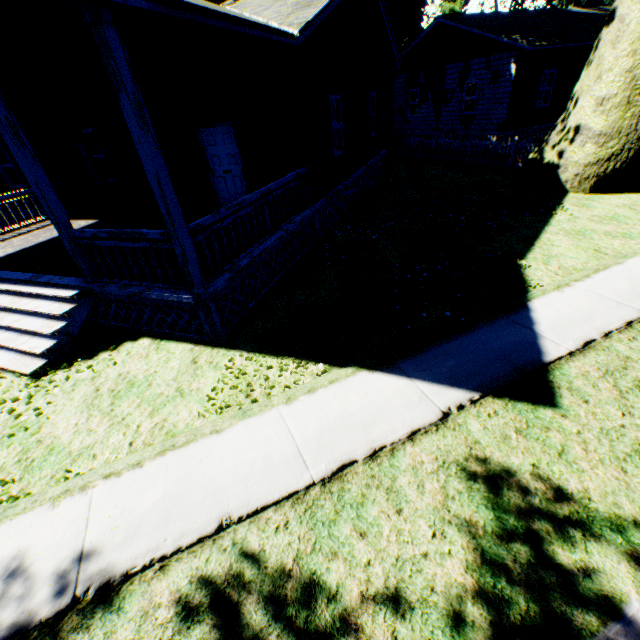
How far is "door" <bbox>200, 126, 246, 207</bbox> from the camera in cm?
→ 877

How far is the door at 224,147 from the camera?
8.8m

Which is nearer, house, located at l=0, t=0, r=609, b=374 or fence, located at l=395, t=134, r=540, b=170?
house, located at l=0, t=0, r=609, b=374

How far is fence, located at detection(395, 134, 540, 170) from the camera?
13.8 meters

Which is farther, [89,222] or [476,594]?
[89,222]

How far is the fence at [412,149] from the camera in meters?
13.8 m

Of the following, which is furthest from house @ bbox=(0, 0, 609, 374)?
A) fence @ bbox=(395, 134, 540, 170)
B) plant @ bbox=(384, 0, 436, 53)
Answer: fence @ bbox=(395, 134, 540, 170)
